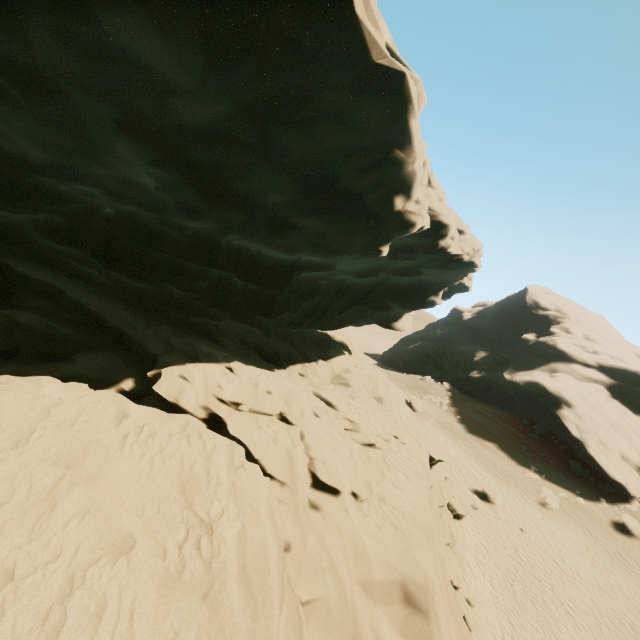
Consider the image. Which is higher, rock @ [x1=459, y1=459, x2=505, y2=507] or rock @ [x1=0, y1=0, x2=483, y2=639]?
rock @ [x1=0, y1=0, x2=483, y2=639]

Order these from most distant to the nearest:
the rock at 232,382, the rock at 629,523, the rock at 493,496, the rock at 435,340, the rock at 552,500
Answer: the rock at 435,340 < the rock at 552,500 < the rock at 629,523 < the rock at 493,496 < the rock at 232,382

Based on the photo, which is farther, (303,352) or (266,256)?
(303,352)

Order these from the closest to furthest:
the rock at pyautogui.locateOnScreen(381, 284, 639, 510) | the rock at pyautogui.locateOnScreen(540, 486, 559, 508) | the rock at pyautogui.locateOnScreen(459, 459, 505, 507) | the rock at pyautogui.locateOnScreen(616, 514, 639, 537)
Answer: the rock at pyautogui.locateOnScreen(459, 459, 505, 507), the rock at pyautogui.locateOnScreen(616, 514, 639, 537), the rock at pyautogui.locateOnScreen(540, 486, 559, 508), the rock at pyautogui.locateOnScreen(381, 284, 639, 510)

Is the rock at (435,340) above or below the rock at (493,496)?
above

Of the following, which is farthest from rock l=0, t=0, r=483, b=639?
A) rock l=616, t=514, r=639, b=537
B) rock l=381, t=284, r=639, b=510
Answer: rock l=381, t=284, r=639, b=510

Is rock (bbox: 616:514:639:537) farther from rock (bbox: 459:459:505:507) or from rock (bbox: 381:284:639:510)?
rock (bbox: 459:459:505:507)
